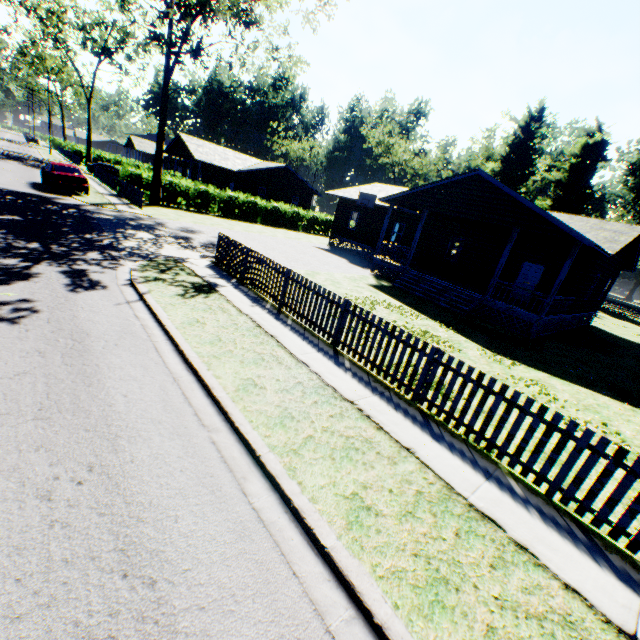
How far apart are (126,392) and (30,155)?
55.46m

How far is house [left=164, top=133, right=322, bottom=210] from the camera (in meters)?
34.47

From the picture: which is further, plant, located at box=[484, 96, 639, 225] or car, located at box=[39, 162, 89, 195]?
plant, located at box=[484, 96, 639, 225]

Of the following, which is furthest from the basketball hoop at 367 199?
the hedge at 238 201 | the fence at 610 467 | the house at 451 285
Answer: the fence at 610 467

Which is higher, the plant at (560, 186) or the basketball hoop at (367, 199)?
the plant at (560, 186)

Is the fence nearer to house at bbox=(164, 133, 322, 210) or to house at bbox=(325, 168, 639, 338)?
house at bbox=(325, 168, 639, 338)

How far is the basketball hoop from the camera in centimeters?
2517cm

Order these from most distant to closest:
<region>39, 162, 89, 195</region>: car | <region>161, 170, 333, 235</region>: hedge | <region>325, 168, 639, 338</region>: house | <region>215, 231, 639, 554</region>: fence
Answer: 1. <region>161, 170, 333, 235</region>: hedge
2. <region>39, 162, 89, 195</region>: car
3. <region>325, 168, 639, 338</region>: house
4. <region>215, 231, 639, 554</region>: fence
